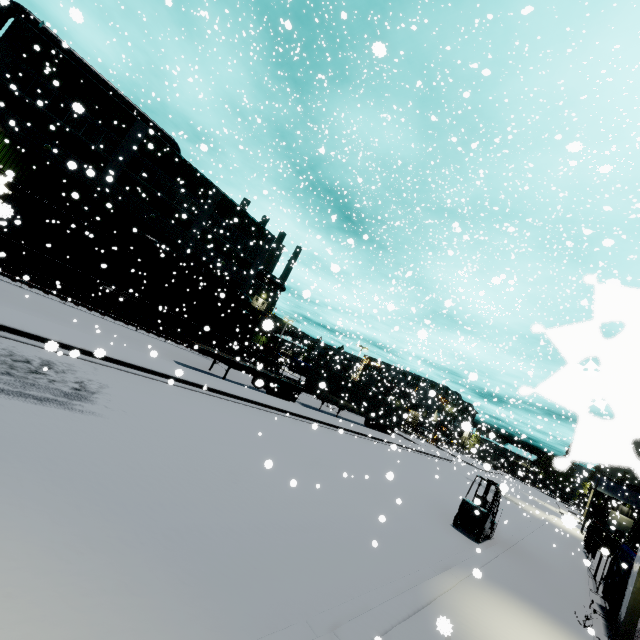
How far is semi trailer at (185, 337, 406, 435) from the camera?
20.3 meters

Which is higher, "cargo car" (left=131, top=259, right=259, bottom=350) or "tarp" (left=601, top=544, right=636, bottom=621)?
"cargo car" (left=131, top=259, right=259, bottom=350)

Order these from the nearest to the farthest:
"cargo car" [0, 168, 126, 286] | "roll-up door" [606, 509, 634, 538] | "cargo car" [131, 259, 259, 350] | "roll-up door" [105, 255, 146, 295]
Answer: "cargo car" [0, 168, 126, 286]
"cargo car" [131, 259, 259, 350]
"roll-up door" [105, 255, 146, 295]
"roll-up door" [606, 509, 634, 538]

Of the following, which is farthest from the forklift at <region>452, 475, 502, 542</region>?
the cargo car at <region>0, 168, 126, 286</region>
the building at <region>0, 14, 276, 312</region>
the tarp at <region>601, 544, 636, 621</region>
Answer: the cargo car at <region>0, 168, 126, 286</region>

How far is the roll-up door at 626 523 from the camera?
45.5m

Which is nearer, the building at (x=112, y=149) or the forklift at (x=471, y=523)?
the forklift at (x=471, y=523)

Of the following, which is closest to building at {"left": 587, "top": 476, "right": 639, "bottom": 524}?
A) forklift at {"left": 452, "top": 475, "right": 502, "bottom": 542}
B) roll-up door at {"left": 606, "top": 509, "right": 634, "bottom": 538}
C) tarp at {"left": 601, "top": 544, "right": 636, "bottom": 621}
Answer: roll-up door at {"left": 606, "top": 509, "right": 634, "bottom": 538}

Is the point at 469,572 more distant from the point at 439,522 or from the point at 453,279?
the point at 453,279
